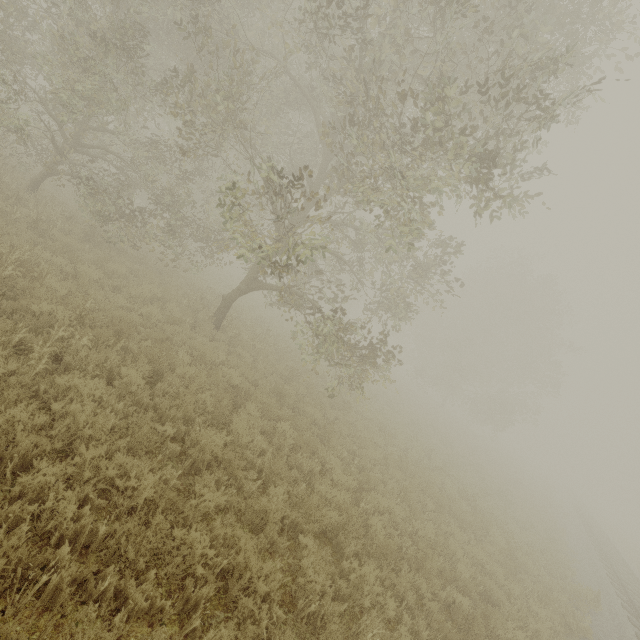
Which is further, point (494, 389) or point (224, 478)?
point (494, 389)
